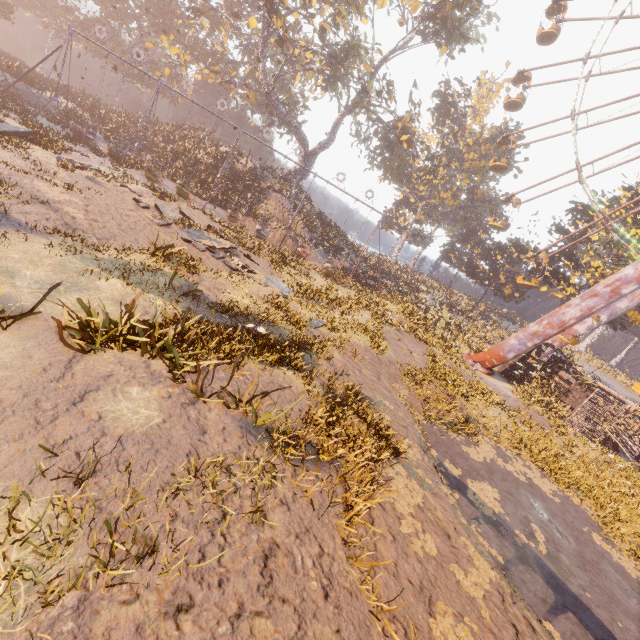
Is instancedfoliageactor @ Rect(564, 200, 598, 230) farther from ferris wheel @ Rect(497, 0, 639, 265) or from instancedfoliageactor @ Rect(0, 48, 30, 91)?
instancedfoliageactor @ Rect(0, 48, 30, 91)

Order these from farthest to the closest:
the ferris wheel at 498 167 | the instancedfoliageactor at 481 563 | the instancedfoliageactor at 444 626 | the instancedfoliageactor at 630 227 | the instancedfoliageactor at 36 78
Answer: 1. the instancedfoliageactor at 630 227
2. the ferris wheel at 498 167
3. the instancedfoliageactor at 36 78
4. the instancedfoliageactor at 481 563
5. the instancedfoliageactor at 444 626

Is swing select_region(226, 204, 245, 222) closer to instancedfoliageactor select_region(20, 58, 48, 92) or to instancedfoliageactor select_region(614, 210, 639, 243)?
instancedfoliageactor select_region(614, 210, 639, 243)

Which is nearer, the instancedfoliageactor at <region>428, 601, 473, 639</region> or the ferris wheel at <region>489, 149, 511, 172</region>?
the instancedfoliageactor at <region>428, 601, 473, 639</region>

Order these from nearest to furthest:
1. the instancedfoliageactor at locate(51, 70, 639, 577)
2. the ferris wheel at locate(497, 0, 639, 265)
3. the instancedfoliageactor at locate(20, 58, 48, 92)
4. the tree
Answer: the instancedfoliageactor at locate(51, 70, 639, 577) < the ferris wheel at locate(497, 0, 639, 265) < the instancedfoliageactor at locate(20, 58, 48, 92) < the tree

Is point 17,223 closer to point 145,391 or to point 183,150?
point 145,391

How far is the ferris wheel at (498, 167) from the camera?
27.44m

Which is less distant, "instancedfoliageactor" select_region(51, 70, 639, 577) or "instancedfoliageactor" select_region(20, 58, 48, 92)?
"instancedfoliageactor" select_region(51, 70, 639, 577)
